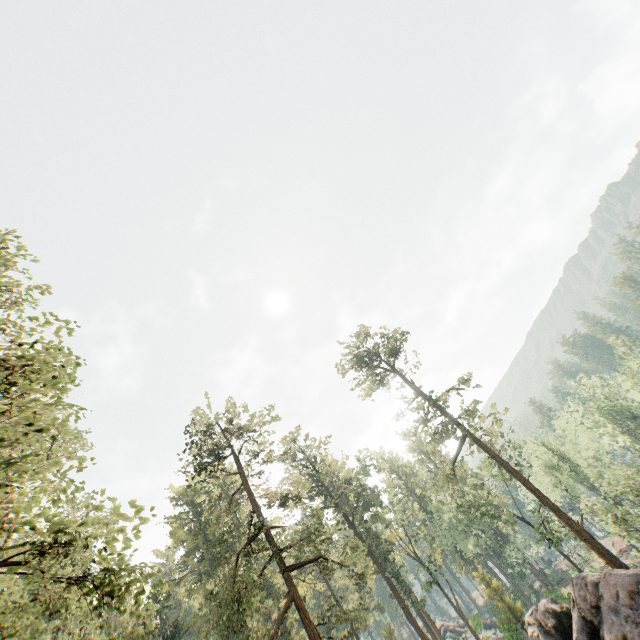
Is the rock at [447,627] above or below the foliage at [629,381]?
below

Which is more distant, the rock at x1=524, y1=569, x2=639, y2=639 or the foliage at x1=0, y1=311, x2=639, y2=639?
the rock at x1=524, y1=569, x2=639, y2=639

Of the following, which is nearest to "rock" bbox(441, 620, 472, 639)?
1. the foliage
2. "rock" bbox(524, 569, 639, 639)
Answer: the foliage

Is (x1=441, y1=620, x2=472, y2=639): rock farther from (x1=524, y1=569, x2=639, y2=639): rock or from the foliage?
(x1=524, y1=569, x2=639, y2=639): rock

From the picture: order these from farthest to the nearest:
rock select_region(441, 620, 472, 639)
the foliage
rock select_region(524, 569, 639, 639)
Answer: rock select_region(441, 620, 472, 639)
rock select_region(524, 569, 639, 639)
the foliage

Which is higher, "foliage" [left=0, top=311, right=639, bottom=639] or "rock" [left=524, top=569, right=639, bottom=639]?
"foliage" [left=0, top=311, right=639, bottom=639]

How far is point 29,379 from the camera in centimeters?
924cm

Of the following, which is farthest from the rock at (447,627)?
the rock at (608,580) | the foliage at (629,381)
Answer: the rock at (608,580)
